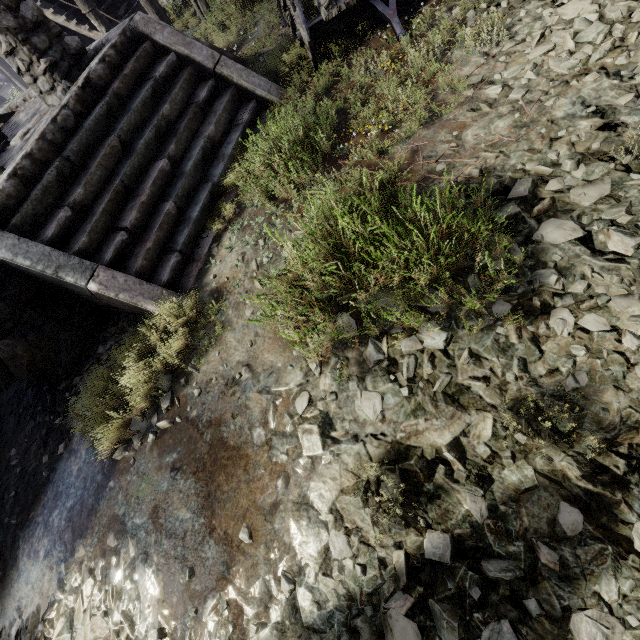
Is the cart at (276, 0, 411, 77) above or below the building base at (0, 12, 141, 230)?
below

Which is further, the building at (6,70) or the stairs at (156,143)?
the building at (6,70)

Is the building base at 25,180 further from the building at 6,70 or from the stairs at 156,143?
the building at 6,70

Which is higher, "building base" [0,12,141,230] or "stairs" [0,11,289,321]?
"building base" [0,12,141,230]

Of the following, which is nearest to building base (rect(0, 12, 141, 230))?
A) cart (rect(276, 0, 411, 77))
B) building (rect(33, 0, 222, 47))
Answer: cart (rect(276, 0, 411, 77))

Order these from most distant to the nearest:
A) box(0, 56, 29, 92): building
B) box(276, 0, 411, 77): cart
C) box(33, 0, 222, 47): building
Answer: box(0, 56, 29, 92): building < box(33, 0, 222, 47): building < box(276, 0, 411, 77): cart

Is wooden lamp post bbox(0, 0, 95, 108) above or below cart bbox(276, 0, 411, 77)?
above

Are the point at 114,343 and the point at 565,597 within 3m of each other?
no
